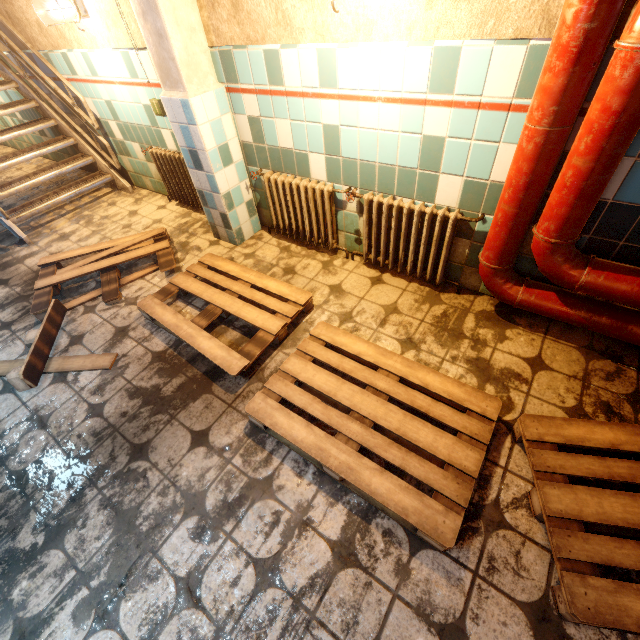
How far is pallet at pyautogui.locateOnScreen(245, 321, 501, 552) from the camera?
1.5 meters

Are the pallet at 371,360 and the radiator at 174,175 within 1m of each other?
no

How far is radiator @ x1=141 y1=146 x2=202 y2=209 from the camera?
3.41m

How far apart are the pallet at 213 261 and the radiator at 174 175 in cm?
88

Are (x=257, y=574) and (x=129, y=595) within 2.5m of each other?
yes

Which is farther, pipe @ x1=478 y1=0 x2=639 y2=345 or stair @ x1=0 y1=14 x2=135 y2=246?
stair @ x1=0 y1=14 x2=135 y2=246

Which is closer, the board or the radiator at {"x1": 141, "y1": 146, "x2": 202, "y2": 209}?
the board

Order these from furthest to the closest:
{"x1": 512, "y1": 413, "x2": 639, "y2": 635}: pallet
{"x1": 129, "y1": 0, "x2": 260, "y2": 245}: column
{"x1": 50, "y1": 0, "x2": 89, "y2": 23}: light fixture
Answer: {"x1": 50, "y1": 0, "x2": 89, "y2": 23}: light fixture
{"x1": 129, "y1": 0, "x2": 260, "y2": 245}: column
{"x1": 512, "y1": 413, "x2": 639, "y2": 635}: pallet
